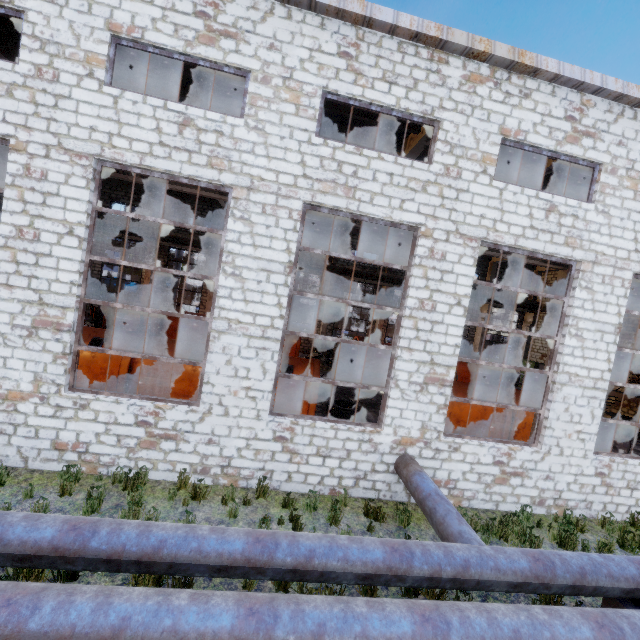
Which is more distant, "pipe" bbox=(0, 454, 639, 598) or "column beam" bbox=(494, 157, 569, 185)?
"column beam" bbox=(494, 157, 569, 185)

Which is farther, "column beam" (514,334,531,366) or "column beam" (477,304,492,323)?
"column beam" (514,334,531,366)

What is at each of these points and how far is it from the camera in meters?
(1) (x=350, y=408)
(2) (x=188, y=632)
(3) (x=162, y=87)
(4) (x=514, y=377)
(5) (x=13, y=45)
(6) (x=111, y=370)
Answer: (1) wire roll, 12.4 m
(2) pipe, 3.3 m
(3) column beam, 10.6 m
(4) wire spool, 25.0 m
(5) column beam, 10.1 m
(6) cable machine, 9.8 m

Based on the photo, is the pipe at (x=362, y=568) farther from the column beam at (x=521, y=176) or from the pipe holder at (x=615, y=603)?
the column beam at (x=521, y=176)

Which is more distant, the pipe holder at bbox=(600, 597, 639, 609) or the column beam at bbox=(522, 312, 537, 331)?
the column beam at bbox=(522, 312, 537, 331)

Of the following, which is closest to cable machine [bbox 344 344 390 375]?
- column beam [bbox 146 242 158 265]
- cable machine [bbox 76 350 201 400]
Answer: cable machine [bbox 76 350 201 400]

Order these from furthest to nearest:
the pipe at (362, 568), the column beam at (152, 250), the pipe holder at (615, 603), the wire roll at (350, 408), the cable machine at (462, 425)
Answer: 1. the column beam at (152, 250)
2. the wire roll at (350, 408)
3. the cable machine at (462, 425)
4. the pipe holder at (615, 603)
5. the pipe at (362, 568)

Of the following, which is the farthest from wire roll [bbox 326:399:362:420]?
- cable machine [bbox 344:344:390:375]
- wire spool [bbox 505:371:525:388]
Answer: wire spool [bbox 505:371:525:388]
